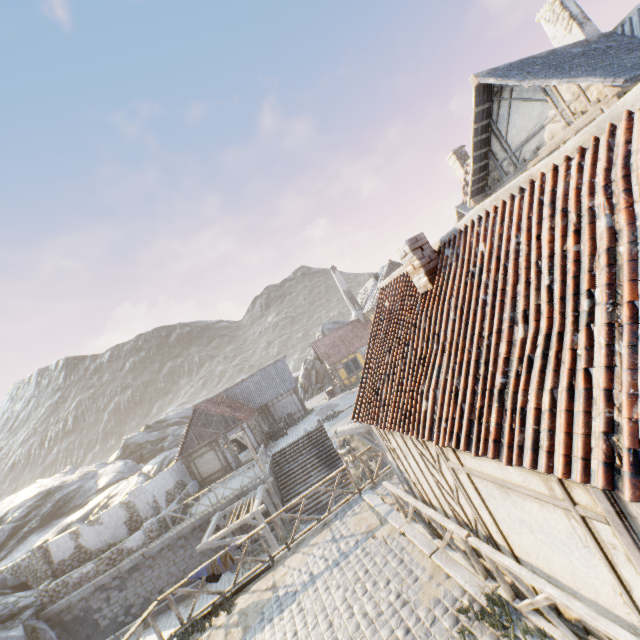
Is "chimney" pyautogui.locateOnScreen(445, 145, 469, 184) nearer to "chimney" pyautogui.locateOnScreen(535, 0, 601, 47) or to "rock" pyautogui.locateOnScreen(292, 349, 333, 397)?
"chimney" pyautogui.locateOnScreen(535, 0, 601, 47)

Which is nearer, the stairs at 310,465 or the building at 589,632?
the building at 589,632

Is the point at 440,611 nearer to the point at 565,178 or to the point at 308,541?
the point at 308,541

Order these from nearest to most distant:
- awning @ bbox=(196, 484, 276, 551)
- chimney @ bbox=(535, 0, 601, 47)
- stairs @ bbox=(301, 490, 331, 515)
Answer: chimney @ bbox=(535, 0, 601, 47) < awning @ bbox=(196, 484, 276, 551) < stairs @ bbox=(301, 490, 331, 515)

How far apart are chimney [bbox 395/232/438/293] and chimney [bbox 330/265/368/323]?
26.98m

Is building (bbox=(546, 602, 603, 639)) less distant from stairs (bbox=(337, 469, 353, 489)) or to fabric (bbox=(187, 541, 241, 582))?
fabric (bbox=(187, 541, 241, 582))

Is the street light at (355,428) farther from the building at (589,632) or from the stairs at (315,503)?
the stairs at (315,503)

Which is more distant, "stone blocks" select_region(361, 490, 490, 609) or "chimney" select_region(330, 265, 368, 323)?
"chimney" select_region(330, 265, 368, 323)
